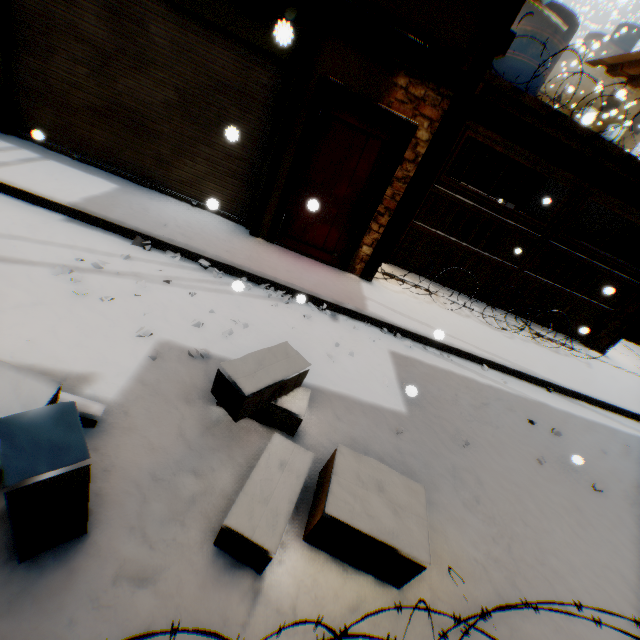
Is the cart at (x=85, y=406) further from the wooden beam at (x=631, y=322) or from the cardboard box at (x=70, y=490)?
the wooden beam at (x=631, y=322)

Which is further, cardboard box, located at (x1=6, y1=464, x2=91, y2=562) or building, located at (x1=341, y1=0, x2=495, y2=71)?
building, located at (x1=341, y1=0, x2=495, y2=71)

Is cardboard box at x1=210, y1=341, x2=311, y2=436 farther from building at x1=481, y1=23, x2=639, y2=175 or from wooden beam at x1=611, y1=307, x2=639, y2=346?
wooden beam at x1=611, y1=307, x2=639, y2=346

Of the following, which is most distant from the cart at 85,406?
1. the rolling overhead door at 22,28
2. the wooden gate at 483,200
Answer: the wooden gate at 483,200

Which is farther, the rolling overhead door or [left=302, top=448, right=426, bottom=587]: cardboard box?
the rolling overhead door

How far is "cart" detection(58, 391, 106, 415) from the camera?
2.11m

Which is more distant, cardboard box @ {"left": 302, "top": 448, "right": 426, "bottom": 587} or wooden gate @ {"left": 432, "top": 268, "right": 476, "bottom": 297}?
wooden gate @ {"left": 432, "top": 268, "right": 476, "bottom": 297}

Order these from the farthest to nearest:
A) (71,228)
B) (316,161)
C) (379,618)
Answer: (316,161) → (71,228) → (379,618)
